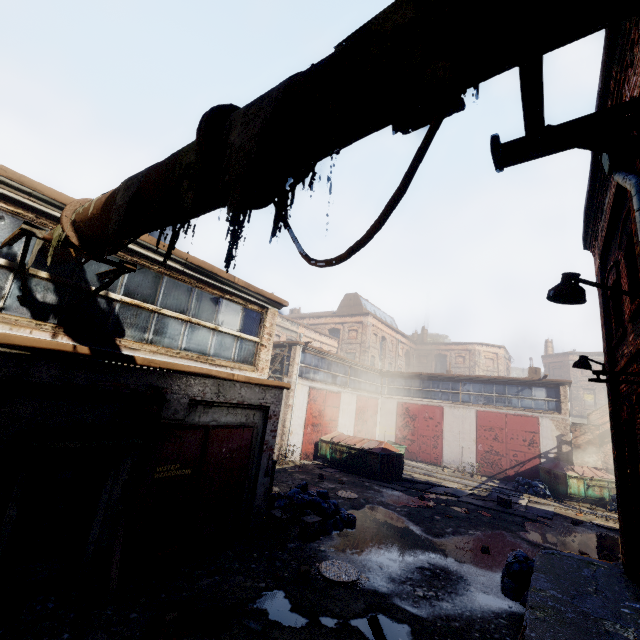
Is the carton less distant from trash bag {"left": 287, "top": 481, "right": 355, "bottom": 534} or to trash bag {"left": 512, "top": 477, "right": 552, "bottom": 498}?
trash bag {"left": 287, "top": 481, "right": 355, "bottom": 534}

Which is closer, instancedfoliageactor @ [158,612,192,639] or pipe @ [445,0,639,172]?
pipe @ [445,0,639,172]

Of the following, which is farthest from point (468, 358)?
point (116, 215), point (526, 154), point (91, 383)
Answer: point (116, 215)

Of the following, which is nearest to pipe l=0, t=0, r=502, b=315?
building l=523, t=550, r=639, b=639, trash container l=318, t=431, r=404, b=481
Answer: building l=523, t=550, r=639, b=639

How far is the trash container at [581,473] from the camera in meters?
17.1 m

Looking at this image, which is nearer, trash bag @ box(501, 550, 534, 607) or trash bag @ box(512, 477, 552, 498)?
trash bag @ box(501, 550, 534, 607)

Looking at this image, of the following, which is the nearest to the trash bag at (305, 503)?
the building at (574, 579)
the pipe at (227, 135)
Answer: the building at (574, 579)

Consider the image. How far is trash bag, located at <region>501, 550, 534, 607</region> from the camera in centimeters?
682cm
